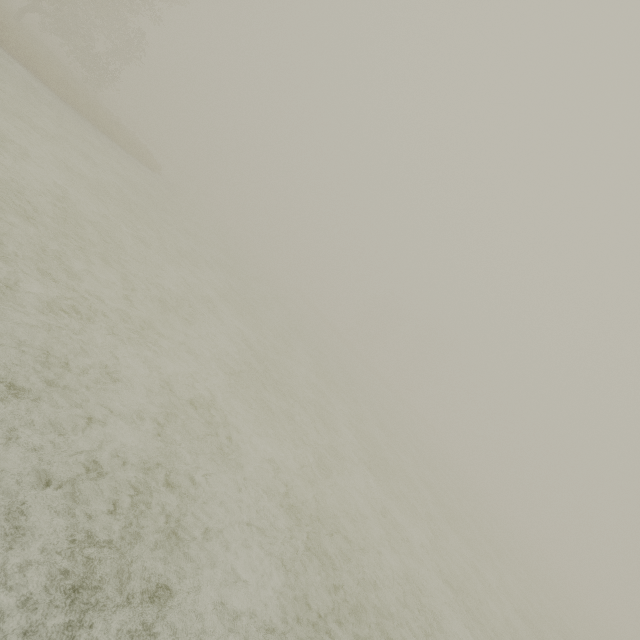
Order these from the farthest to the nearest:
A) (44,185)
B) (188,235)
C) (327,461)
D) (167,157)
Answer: (167,157) < (188,235) < (327,461) < (44,185)
